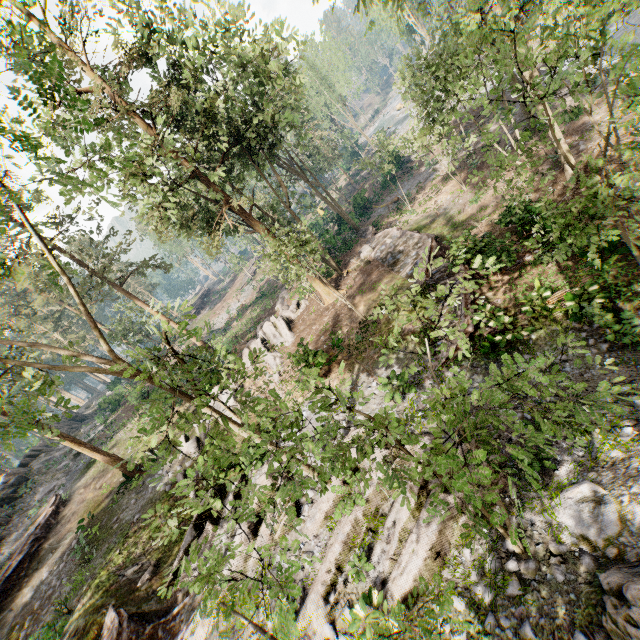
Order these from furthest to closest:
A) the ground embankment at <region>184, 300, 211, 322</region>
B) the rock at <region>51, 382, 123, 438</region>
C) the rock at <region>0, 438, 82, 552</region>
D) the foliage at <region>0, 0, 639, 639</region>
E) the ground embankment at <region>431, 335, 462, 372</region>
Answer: the ground embankment at <region>184, 300, 211, 322</region>
the rock at <region>51, 382, 123, 438</region>
the rock at <region>0, 438, 82, 552</region>
the ground embankment at <region>431, 335, 462, 372</region>
the foliage at <region>0, 0, 639, 639</region>

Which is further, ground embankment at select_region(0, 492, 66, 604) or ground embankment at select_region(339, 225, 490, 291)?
ground embankment at select_region(0, 492, 66, 604)

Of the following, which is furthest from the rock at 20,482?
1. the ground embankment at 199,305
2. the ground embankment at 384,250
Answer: the ground embankment at 384,250

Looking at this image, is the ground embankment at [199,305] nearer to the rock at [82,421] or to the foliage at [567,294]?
the foliage at [567,294]

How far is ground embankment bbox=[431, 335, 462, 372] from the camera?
12.77m

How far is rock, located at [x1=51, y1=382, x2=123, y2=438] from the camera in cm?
3781

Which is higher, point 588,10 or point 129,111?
point 129,111

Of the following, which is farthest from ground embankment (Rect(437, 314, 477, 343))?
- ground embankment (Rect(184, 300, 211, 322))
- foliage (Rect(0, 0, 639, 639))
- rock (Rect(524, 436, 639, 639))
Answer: ground embankment (Rect(184, 300, 211, 322))
